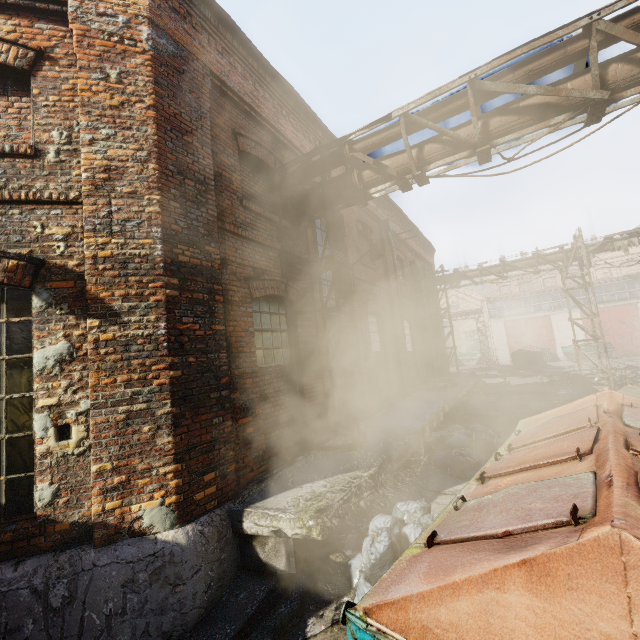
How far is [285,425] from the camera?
5.7m

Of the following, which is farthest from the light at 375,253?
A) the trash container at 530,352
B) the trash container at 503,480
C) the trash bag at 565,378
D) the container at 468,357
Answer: the container at 468,357

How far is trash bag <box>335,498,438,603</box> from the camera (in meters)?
3.36

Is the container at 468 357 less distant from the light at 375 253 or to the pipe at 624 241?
the pipe at 624 241

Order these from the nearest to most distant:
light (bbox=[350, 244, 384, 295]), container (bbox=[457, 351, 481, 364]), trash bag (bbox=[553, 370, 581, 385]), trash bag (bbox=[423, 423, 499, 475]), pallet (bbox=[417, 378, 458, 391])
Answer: trash bag (bbox=[423, 423, 499, 475]), light (bbox=[350, 244, 384, 295]), pallet (bbox=[417, 378, 458, 391]), trash bag (bbox=[553, 370, 581, 385]), container (bbox=[457, 351, 481, 364])

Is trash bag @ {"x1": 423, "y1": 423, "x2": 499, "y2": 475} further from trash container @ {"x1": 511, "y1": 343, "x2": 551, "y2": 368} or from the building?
trash container @ {"x1": 511, "y1": 343, "x2": 551, "y2": 368}

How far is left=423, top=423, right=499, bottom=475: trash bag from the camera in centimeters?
662cm

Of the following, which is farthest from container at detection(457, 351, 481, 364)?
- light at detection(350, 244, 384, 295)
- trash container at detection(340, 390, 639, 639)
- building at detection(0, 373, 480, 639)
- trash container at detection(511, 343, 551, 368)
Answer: trash container at detection(340, 390, 639, 639)
